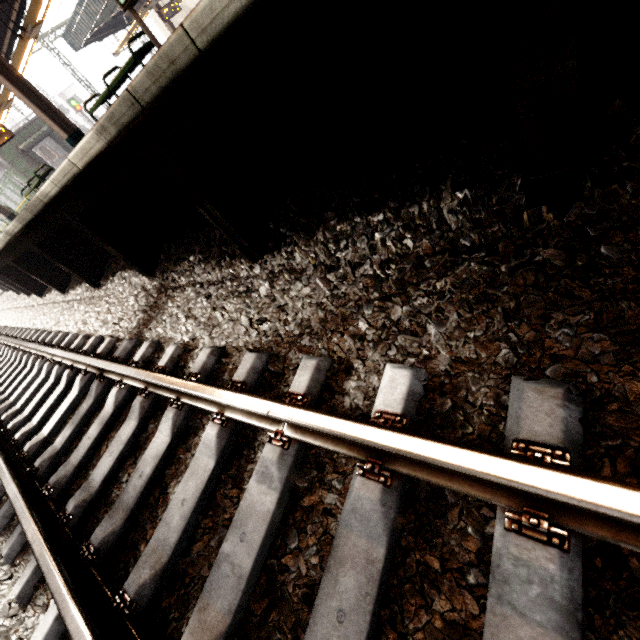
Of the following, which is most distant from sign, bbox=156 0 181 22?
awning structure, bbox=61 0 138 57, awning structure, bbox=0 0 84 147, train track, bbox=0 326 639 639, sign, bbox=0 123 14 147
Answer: train track, bbox=0 326 639 639

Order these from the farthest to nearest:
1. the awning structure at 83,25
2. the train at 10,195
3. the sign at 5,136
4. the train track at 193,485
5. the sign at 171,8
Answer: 1. the train at 10,195
2. the sign at 171,8
3. the awning structure at 83,25
4. the sign at 5,136
5. the train track at 193,485

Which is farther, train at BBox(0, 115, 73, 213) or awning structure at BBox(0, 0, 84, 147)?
train at BBox(0, 115, 73, 213)

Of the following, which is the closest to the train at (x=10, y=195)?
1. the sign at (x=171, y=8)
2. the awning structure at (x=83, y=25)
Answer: the awning structure at (x=83, y=25)

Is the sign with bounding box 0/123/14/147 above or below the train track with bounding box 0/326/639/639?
above

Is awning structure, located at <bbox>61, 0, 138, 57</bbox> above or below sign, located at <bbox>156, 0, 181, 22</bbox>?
above

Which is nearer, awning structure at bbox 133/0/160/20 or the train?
awning structure at bbox 133/0/160/20

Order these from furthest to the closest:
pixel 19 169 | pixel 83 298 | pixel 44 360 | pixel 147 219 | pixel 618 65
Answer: pixel 19 169 → pixel 83 298 → pixel 44 360 → pixel 147 219 → pixel 618 65
